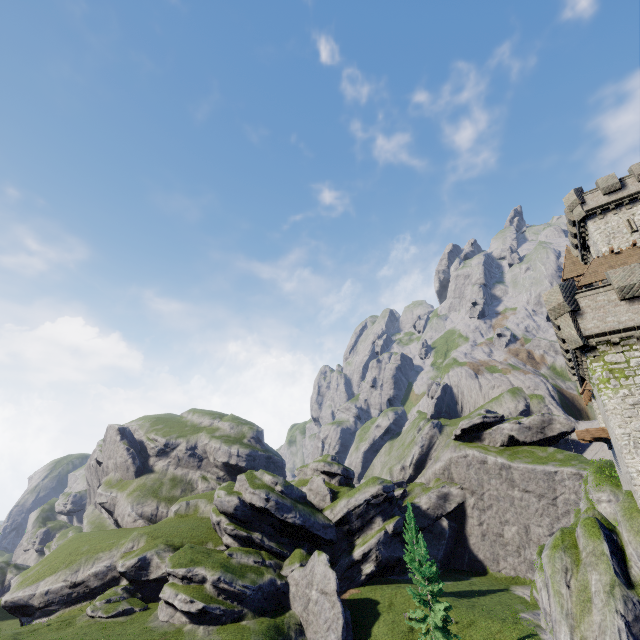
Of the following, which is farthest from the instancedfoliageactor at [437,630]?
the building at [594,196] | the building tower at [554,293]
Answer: the building at [594,196]

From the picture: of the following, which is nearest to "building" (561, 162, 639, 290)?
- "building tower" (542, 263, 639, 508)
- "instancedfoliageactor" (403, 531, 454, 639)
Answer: "building tower" (542, 263, 639, 508)

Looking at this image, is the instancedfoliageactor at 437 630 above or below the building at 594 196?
below

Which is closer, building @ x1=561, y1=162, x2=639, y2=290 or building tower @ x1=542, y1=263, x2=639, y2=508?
building tower @ x1=542, y1=263, x2=639, y2=508

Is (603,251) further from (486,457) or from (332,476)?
(332,476)

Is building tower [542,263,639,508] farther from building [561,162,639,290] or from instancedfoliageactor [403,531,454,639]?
instancedfoliageactor [403,531,454,639]

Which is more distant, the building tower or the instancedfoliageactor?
the instancedfoliageactor
